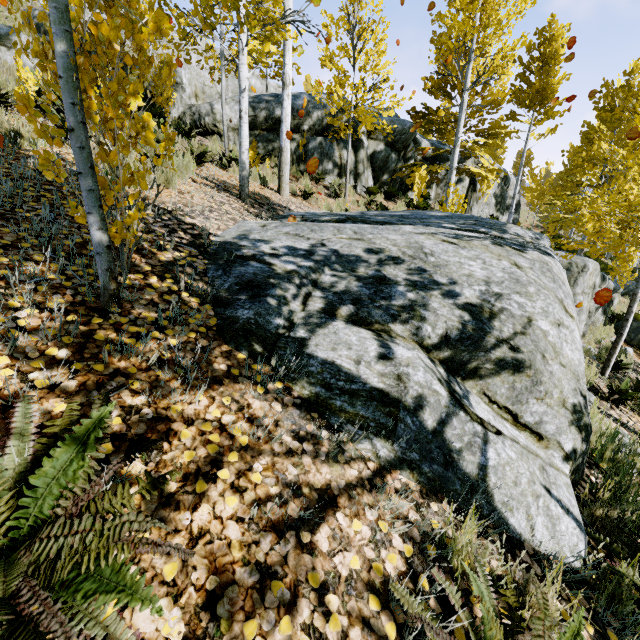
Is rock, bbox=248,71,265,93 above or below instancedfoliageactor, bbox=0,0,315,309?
above

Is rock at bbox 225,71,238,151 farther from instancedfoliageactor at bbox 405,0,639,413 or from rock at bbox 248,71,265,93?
rock at bbox 248,71,265,93

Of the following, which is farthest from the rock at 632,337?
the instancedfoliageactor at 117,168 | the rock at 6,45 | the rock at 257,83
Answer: the rock at 257,83

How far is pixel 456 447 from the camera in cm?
193

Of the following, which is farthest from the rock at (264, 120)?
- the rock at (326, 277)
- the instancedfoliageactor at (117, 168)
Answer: the rock at (326, 277)

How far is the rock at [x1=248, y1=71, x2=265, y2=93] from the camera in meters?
40.8

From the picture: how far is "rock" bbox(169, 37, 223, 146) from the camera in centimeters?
1096cm

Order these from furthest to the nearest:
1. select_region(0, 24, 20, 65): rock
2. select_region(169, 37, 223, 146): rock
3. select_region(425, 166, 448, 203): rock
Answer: select_region(425, 166, 448, 203): rock < select_region(169, 37, 223, 146): rock < select_region(0, 24, 20, 65): rock
